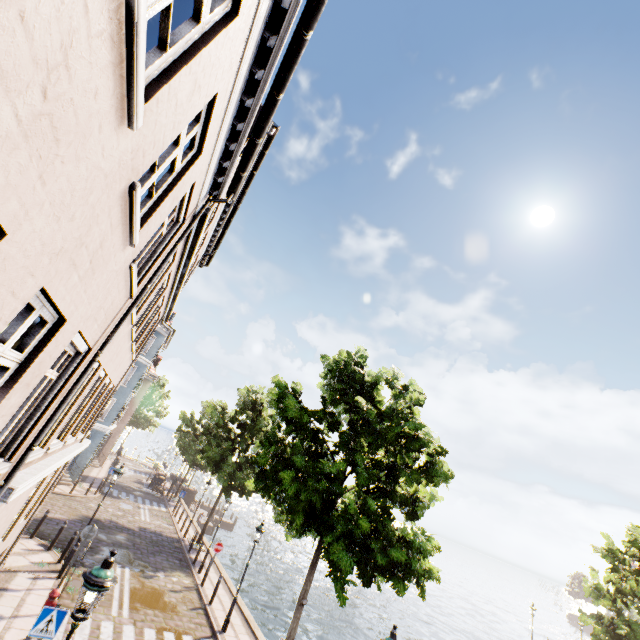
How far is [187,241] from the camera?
8.1m

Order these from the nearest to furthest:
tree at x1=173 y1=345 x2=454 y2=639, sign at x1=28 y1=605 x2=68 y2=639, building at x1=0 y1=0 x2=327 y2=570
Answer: building at x1=0 y1=0 x2=327 y2=570, sign at x1=28 y1=605 x2=68 y2=639, tree at x1=173 y1=345 x2=454 y2=639

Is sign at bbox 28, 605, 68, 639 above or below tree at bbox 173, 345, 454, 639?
below

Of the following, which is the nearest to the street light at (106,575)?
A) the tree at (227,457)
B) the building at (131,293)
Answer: the tree at (227,457)

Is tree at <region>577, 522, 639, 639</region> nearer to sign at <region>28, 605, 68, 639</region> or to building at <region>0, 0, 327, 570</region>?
building at <region>0, 0, 327, 570</region>

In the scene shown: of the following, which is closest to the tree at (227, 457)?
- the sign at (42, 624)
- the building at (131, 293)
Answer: the building at (131, 293)

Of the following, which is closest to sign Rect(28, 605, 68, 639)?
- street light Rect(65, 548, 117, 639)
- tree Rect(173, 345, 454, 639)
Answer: street light Rect(65, 548, 117, 639)

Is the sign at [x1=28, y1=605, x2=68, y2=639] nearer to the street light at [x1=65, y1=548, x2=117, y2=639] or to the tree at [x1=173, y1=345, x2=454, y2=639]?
the street light at [x1=65, y1=548, x2=117, y2=639]
